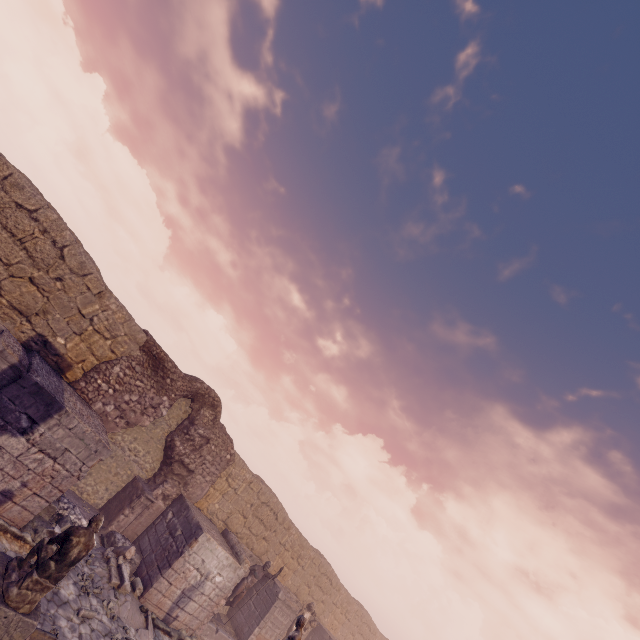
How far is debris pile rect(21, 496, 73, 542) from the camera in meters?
8.0 m

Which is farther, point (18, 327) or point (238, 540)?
point (238, 540)

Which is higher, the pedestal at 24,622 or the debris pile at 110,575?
the pedestal at 24,622

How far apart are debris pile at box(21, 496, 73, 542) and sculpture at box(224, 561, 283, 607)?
7.01m

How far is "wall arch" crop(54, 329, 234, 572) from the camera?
10.91m

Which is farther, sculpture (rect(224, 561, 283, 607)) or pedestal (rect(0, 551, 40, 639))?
sculpture (rect(224, 561, 283, 607))

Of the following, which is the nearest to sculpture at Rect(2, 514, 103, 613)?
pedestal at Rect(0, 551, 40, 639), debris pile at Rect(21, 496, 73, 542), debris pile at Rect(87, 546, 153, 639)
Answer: pedestal at Rect(0, 551, 40, 639)

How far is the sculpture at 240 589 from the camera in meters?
13.4
